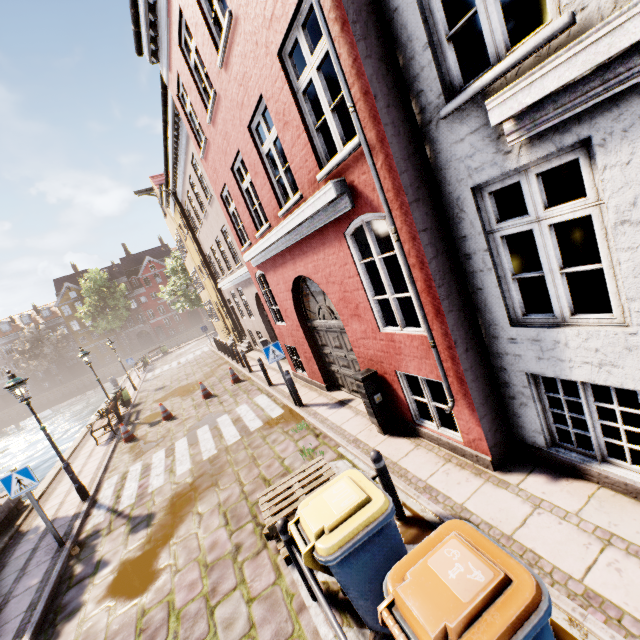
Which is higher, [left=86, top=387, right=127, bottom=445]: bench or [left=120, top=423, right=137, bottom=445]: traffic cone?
[left=86, top=387, right=127, bottom=445]: bench

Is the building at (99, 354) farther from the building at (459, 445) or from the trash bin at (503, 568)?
the trash bin at (503, 568)

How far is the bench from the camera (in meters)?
12.90

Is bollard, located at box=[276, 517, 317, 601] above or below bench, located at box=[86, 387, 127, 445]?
above

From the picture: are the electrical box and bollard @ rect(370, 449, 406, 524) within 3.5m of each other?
yes

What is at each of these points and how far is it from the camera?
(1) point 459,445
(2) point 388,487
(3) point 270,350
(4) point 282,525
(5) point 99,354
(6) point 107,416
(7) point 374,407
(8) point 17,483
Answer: (1) building, 4.9m
(2) bollard, 4.2m
(3) sign, 8.7m
(4) bollard, 3.6m
(5) building, 59.5m
(6) bench, 13.1m
(7) electrical box, 6.1m
(8) sign, 6.5m

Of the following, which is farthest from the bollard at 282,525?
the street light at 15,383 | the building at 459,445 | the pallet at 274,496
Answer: the street light at 15,383

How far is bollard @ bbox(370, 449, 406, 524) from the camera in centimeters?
418cm
